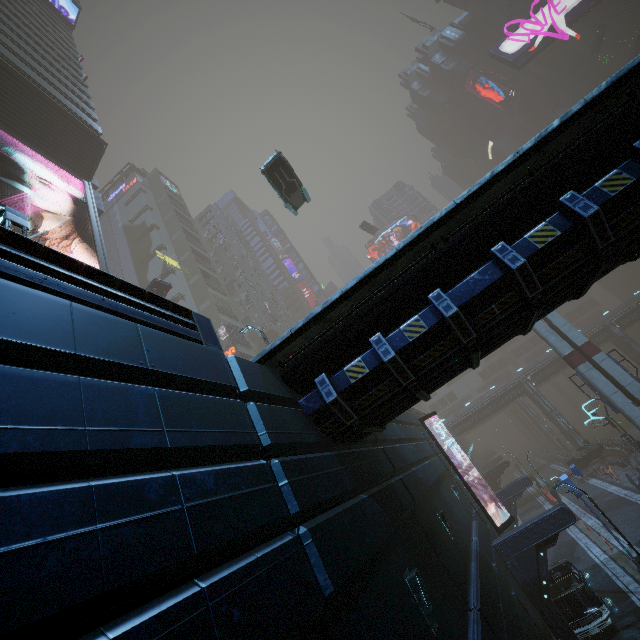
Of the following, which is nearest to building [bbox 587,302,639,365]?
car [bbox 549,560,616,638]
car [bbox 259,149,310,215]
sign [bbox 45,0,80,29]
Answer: sign [bbox 45,0,80,29]

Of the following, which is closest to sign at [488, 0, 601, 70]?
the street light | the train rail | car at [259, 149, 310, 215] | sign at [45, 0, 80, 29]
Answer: Answer: the train rail

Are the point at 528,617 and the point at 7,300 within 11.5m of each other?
no

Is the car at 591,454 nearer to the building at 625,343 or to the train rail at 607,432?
the building at 625,343

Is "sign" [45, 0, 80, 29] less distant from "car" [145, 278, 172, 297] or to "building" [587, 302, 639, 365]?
"building" [587, 302, 639, 365]

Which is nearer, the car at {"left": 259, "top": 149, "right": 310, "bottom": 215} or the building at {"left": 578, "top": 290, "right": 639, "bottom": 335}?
the car at {"left": 259, "top": 149, "right": 310, "bottom": 215}

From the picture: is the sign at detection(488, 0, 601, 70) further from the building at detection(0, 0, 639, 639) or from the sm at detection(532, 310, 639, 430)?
the sm at detection(532, 310, 639, 430)

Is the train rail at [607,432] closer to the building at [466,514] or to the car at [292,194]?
the building at [466,514]
